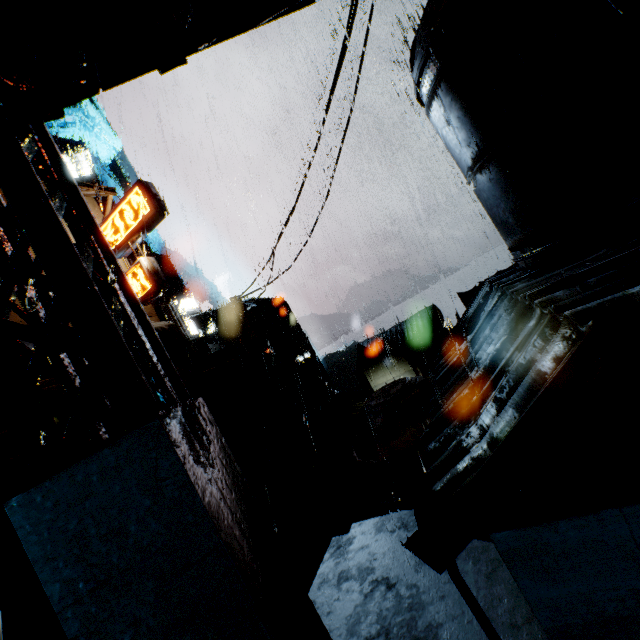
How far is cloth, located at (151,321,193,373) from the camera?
13.5 meters

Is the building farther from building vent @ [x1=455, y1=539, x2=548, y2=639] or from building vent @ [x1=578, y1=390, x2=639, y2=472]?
building vent @ [x1=455, y1=539, x2=548, y2=639]

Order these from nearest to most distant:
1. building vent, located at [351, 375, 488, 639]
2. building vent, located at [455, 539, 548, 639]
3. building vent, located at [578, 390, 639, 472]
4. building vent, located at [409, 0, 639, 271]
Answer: building vent, located at [578, 390, 639, 472], building vent, located at [409, 0, 639, 271], building vent, located at [455, 539, 548, 639], building vent, located at [351, 375, 488, 639]

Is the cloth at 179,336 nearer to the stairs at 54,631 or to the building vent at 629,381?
the stairs at 54,631

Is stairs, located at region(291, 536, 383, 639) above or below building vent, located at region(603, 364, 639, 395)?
below

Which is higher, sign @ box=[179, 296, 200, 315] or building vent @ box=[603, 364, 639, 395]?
sign @ box=[179, 296, 200, 315]

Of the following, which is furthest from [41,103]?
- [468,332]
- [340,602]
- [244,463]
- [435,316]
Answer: [435,316]

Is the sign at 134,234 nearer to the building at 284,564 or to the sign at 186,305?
the building at 284,564
